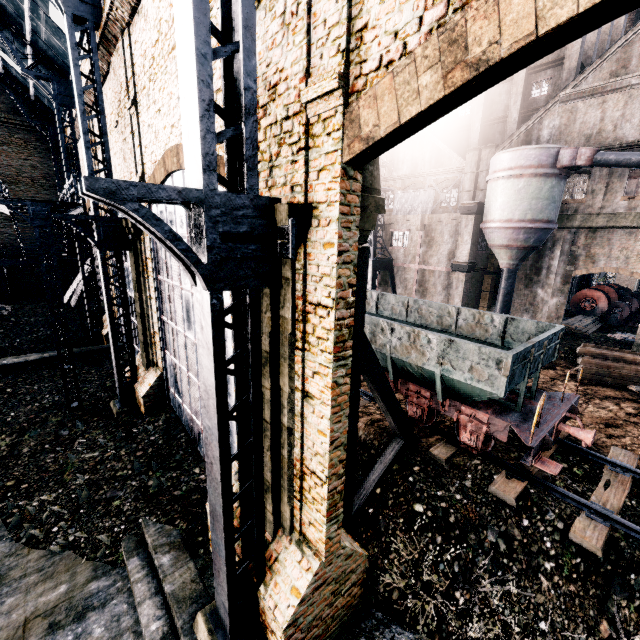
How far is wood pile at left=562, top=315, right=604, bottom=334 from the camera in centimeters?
2667cm

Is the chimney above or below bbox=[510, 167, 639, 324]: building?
above

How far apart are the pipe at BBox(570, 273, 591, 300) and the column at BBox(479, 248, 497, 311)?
13.1m

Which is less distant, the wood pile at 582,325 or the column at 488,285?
the wood pile at 582,325

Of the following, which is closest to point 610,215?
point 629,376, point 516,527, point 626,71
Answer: point 626,71

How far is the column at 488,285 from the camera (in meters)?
28.23

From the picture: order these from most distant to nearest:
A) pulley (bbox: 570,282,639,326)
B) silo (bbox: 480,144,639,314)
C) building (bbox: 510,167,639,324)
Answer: pulley (bbox: 570,282,639,326) → building (bbox: 510,167,639,324) → silo (bbox: 480,144,639,314)

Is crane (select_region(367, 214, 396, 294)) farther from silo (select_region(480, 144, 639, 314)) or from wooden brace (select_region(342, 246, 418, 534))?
wooden brace (select_region(342, 246, 418, 534))
